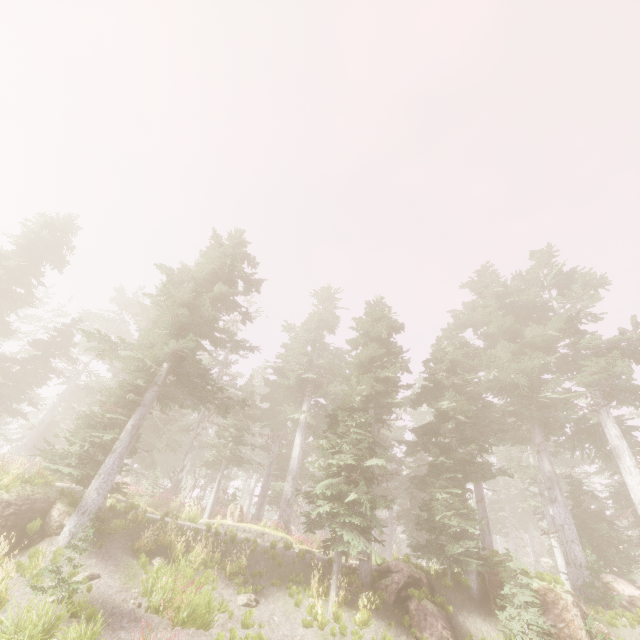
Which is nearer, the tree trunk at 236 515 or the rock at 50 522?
the rock at 50 522

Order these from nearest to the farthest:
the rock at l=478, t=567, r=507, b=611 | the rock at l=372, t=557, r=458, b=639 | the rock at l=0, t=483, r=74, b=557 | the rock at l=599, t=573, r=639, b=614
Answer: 1. the rock at l=0, t=483, r=74, b=557
2. the rock at l=372, t=557, r=458, b=639
3. the rock at l=478, t=567, r=507, b=611
4. the rock at l=599, t=573, r=639, b=614

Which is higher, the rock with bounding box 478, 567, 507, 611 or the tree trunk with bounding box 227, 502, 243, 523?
the tree trunk with bounding box 227, 502, 243, 523

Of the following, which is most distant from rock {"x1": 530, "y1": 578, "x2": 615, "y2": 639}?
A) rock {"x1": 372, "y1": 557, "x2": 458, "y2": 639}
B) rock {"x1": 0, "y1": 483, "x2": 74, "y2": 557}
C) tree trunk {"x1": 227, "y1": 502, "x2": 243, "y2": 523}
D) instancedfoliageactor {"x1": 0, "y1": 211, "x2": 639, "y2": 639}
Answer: rock {"x1": 0, "y1": 483, "x2": 74, "y2": 557}

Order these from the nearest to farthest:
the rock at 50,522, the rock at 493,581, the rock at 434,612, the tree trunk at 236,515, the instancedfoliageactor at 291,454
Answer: the rock at 50,522 < the rock at 434,612 < the instancedfoliageactor at 291,454 < the rock at 493,581 < the tree trunk at 236,515

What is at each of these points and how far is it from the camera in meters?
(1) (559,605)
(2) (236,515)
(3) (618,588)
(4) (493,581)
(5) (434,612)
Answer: (1) rock, 11.8
(2) tree trunk, 19.6
(3) rock, 15.7
(4) rock, 13.2
(5) rock, 11.5

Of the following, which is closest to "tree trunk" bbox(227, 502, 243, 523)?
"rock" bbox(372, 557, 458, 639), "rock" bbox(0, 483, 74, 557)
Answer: "rock" bbox(0, 483, 74, 557)

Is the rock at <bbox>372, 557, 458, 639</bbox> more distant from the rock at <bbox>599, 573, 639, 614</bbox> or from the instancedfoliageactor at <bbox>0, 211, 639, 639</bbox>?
the rock at <bbox>599, 573, 639, 614</bbox>
